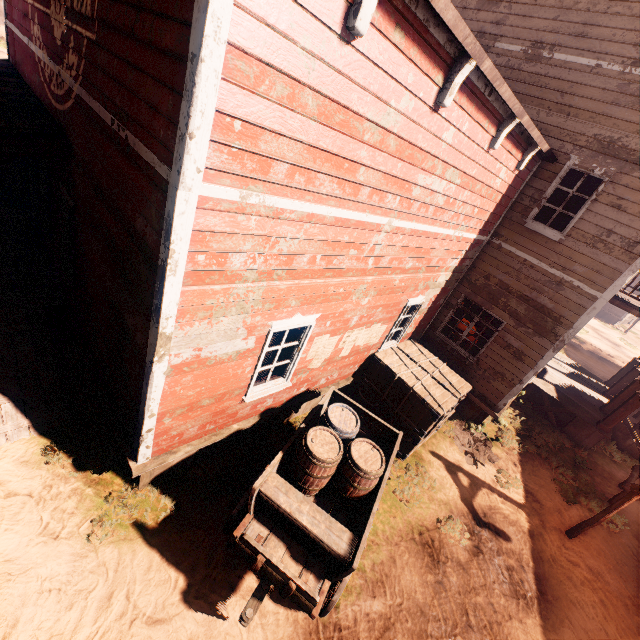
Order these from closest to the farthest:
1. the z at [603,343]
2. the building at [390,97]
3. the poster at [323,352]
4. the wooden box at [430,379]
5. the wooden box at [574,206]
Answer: the building at [390,97]
the poster at [323,352]
the wooden box at [430,379]
the wooden box at [574,206]
the z at [603,343]

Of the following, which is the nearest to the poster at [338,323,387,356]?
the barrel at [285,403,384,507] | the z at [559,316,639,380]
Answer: the barrel at [285,403,384,507]

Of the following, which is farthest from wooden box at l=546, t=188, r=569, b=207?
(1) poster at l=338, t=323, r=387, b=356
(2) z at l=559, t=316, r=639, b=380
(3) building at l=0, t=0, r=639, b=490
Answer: (2) z at l=559, t=316, r=639, b=380

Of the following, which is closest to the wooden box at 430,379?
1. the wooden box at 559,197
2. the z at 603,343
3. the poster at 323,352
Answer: the z at 603,343

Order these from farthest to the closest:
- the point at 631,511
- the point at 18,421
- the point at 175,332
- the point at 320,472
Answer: the point at 631,511 → the point at 18,421 → the point at 320,472 → the point at 175,332

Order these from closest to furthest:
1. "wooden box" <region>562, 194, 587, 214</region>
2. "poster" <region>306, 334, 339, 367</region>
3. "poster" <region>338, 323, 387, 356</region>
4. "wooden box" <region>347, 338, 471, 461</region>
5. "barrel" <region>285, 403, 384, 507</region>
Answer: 1. "barrel" <region>285, 403, 384, 507</region>
2. "poster" <region>306, 334, 339, 367</region>
3. "poster" <region>338, 323, 387, 356</region>
4. "wooden box" <region>347, 338, 471, 461</region>
5. "wooden box" <region>562, 194, 587, 214</region>

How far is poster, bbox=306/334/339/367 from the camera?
5.82m

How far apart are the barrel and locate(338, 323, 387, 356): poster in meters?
1.2
